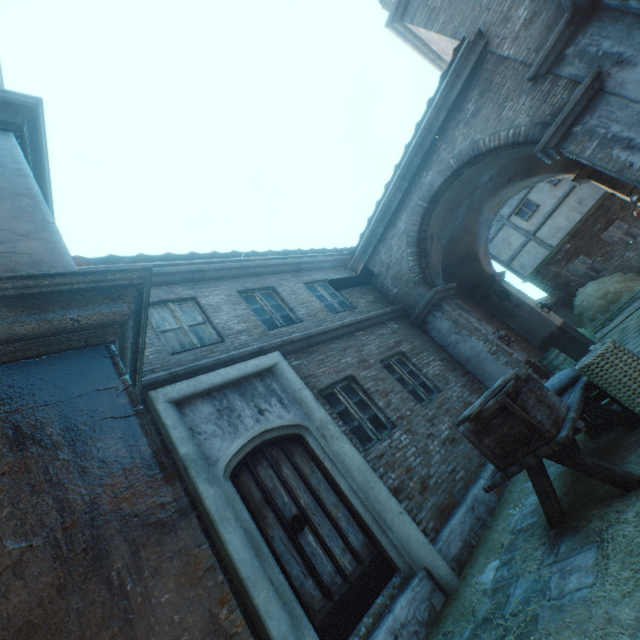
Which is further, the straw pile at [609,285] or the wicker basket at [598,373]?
the straw pile at [609,285]

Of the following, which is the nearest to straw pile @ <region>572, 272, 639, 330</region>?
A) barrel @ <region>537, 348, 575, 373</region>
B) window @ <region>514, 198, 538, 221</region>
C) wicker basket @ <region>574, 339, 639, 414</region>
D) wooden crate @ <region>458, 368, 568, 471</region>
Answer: window @ <region>514, 198, 538, 221</region>

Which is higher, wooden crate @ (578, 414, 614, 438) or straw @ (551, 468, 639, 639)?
wooden crate @ (578, 414, 614, 438)

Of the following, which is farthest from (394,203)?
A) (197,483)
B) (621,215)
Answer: (621,215)

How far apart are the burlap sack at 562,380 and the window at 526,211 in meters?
16.5 m

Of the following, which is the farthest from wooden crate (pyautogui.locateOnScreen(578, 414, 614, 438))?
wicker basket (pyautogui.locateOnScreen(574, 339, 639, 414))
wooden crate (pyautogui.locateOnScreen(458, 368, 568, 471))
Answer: wooden crate (pyautogui.locateOnScreen(458, 368, 568, 471))

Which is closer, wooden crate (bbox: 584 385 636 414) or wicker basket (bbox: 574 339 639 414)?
wicker basket (bbox: 574 339 639 414)

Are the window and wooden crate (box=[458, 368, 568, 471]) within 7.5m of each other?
no
